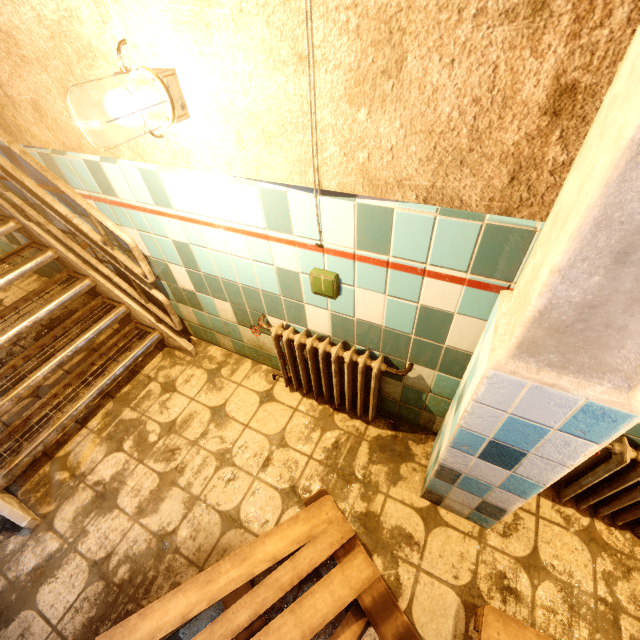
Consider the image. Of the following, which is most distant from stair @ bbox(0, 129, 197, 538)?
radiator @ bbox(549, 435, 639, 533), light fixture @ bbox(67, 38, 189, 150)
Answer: radiator @ bbox(549, 435, 639, 533)

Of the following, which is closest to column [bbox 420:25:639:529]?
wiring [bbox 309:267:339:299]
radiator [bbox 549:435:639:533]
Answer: radiator [bbox 549:435:639:533]

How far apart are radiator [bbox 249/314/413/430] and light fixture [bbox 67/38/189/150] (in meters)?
1.04

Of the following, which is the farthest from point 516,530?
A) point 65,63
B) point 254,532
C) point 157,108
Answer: point 65,63

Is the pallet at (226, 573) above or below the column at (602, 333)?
below

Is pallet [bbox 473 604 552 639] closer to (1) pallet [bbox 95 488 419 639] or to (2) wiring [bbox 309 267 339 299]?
(1) pallet [bbox 95 488 419 639]

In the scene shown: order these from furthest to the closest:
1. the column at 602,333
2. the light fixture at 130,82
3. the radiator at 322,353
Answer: the radiator at 322,353
the light fixture at 130,82
the column at 602,333

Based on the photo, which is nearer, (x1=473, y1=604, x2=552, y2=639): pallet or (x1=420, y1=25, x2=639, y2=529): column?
(x1=420, y1=25, x2=639, y2=529): column
